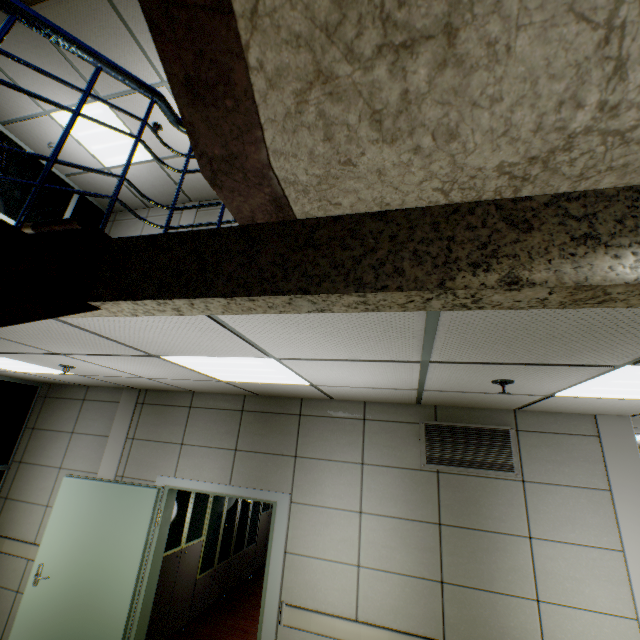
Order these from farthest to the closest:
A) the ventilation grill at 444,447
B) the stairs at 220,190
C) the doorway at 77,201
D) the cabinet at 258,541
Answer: the doorway at 77,201, the cabinet at 258,541, the ventilation grill at 444,447, the stairs at 220,190

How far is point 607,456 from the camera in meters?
3.1

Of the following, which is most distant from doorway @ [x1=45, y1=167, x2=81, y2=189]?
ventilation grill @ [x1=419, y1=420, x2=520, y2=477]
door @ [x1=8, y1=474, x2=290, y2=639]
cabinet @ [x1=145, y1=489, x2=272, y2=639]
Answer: ventilation grill @ [x1=419, y1=420, x2=520, y2=477]

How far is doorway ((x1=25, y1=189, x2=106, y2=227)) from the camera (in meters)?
5.32

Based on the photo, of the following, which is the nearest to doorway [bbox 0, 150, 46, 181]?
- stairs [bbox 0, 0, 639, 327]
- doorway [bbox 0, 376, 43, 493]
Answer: doorway [bbox 0, 376, 43, 493]

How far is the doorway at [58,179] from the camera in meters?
5.5 m

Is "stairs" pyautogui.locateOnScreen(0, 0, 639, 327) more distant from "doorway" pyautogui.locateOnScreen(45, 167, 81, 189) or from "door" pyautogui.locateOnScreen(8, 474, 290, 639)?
"door" pyautogui.locateOnScreen(8, 474, 290, 639)
